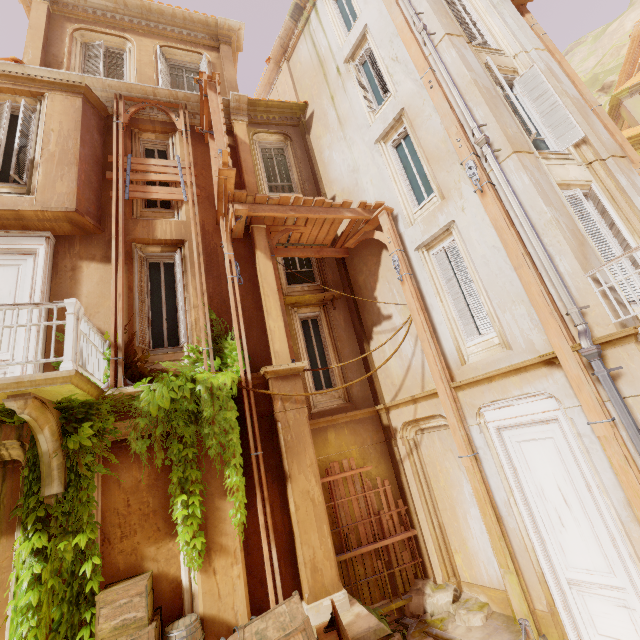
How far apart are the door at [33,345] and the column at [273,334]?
4.2 meters

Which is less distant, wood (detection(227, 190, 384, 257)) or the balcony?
the balcony

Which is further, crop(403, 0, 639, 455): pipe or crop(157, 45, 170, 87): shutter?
crop(157, 45, 170, 87): shutter

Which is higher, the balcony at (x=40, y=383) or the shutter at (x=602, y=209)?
the shutter at (x=602, y=209)

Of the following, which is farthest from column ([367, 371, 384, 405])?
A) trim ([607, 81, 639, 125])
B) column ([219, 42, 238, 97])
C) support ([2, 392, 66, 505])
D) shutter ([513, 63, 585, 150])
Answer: trim ([607, 81, 639, 125])

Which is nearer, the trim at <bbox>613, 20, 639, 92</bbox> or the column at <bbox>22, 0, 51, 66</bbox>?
the column at <bbox>22, 0, 51, 66</bbox>

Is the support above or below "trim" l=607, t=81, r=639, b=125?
below

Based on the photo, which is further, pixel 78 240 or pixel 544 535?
pixel 78 240
